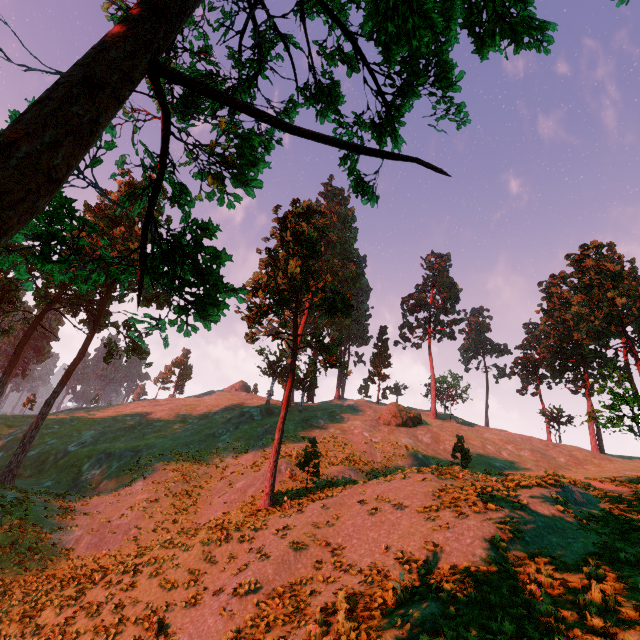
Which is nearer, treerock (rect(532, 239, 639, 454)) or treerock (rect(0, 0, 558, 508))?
treerock (rect(0, 0, 558, 508))

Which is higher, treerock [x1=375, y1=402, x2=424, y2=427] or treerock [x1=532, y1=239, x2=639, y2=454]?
treerock [x1=532, y1=239, x2=639, y2=454]

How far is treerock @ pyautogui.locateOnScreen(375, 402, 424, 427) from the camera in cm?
4262

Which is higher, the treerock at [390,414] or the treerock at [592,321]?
the treerock at [592,321]

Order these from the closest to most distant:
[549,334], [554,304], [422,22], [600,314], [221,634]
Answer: [422,22] < [221,634] < [600,314] < [549,334] < [554,304]

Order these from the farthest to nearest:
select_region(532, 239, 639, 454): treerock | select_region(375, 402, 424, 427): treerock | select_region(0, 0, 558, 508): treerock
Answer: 1. select_region(375, 402, 424, 427): treerock
2. select_region(532, 239, 639, 454): treerock
3. select_region(0, 0, 558, 508): treerock

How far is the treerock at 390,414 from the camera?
42.6 meters
